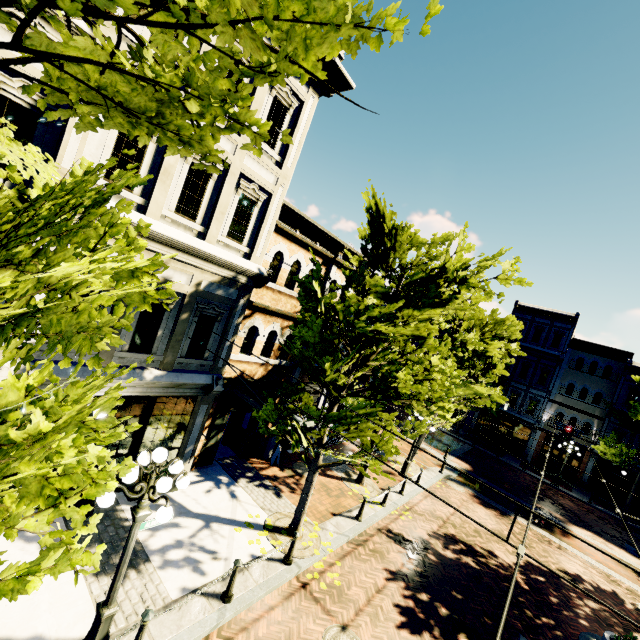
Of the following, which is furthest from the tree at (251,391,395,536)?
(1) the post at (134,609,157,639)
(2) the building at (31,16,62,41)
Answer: (1) the post at (134,609,157,639)

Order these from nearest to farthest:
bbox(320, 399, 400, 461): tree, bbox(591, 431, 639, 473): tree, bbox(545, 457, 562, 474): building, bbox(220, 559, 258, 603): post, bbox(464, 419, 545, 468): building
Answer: bbox(220, 559, 258, 603): post < bbox(320, 399, 400, 461): tree < bbox(591, 431, 639, 473): tree < bbox(545, 457, 562, 474): building < bbox(464, 419, 545, 468): building

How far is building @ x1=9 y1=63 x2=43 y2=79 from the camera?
→ 5.7 meters

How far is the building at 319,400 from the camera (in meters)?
15.25

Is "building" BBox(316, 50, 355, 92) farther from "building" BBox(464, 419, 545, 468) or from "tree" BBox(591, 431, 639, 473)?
"building" BBox(464, 419, 545, 468)

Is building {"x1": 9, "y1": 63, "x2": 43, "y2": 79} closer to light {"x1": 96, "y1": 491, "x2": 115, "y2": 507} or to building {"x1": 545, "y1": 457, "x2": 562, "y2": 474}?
light {"x1": 96, "y1": 491, "x2": 115, "y2": 507}

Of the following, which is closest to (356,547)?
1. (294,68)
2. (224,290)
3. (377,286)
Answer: (377,286)

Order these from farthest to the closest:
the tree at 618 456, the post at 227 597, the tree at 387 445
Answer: the tree at 618 456
the tree at 387 445
the post at 227 597
